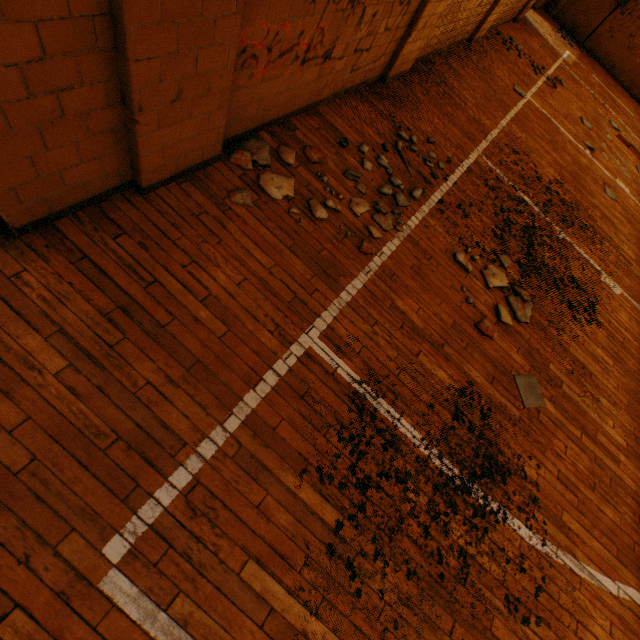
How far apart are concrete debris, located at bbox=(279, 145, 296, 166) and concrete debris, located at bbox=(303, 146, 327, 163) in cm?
16

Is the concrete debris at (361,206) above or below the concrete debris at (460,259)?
below

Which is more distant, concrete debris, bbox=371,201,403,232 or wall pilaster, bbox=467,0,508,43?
wall pilaster, bbox=467,0,508,43

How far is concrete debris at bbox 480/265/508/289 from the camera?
3.7 meters

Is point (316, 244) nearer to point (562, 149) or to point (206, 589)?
point (206, 589)

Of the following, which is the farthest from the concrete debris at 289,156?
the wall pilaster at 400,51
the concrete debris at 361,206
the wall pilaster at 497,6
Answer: the wall pilaster at 497,6

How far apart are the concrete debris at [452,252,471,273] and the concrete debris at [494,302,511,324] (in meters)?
0.50

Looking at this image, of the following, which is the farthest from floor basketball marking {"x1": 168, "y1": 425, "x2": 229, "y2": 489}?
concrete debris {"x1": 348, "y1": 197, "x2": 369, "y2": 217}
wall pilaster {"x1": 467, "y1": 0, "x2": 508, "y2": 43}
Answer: wall pilaster {"x1": 467, "y1": 0, "x2": 508, "y2": 43}
